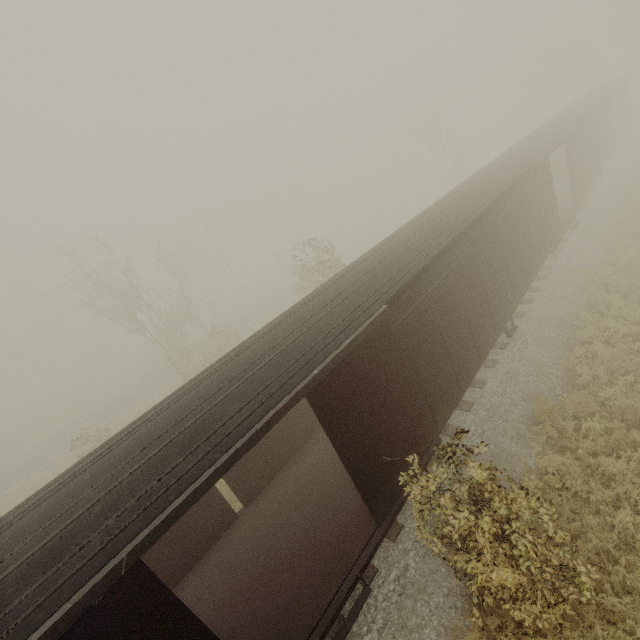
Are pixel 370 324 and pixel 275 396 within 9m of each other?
yes
